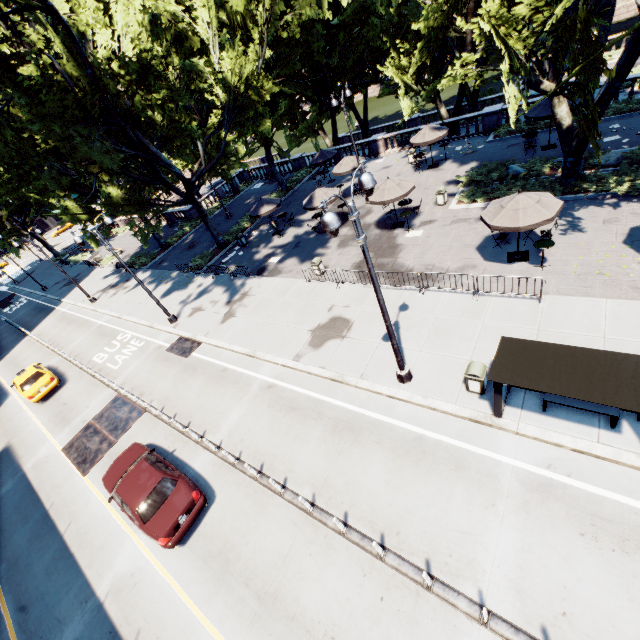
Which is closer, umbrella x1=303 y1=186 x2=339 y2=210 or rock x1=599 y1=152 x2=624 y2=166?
rock x1=599 y1=152 x2=624 y2=166

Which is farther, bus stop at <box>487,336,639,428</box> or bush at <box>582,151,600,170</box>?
bush at <box>582,151,600,170</box>

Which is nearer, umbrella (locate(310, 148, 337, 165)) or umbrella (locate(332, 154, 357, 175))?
umbrella (locate(332, 154, 357, 175))

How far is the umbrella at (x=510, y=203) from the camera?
12.1 meters

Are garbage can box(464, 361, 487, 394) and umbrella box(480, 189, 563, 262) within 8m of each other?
yes

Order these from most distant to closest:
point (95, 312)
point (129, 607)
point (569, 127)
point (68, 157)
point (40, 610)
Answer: point (95, 312) → point (68, 157) → point (569, 127) → point (40, 610) → point (129, 607)

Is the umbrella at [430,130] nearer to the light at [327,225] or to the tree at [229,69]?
the tree at [229,69]

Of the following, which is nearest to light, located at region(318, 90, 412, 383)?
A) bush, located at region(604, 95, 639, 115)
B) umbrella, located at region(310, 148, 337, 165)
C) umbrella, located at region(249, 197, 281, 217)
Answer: umbrella, located at region(249, 197, 281, 217)
